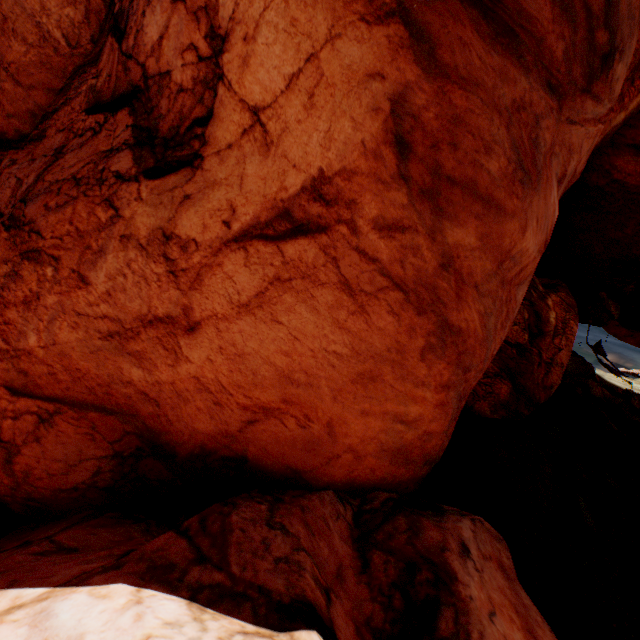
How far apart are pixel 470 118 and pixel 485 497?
9.8m
